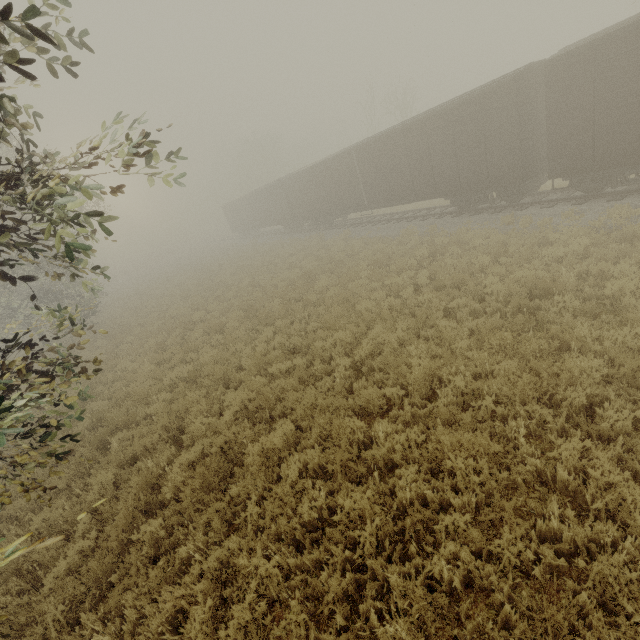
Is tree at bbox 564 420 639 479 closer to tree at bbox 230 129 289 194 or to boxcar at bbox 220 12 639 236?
boxcar at bbox 220 12 639 236

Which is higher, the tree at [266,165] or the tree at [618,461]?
the tree at [266,165]

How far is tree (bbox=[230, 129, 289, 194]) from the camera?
49.7m

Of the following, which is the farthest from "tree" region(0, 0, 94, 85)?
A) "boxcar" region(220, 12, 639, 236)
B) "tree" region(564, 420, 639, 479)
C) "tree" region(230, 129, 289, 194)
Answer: "tree" region(230, 129, 289, 194)

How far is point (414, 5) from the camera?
21.6 meters

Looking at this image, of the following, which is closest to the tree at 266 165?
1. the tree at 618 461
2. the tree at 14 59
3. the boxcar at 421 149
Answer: the boxcar at 421 149

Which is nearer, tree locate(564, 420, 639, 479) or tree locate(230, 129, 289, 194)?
tree locate(564, 420, 639, 479)

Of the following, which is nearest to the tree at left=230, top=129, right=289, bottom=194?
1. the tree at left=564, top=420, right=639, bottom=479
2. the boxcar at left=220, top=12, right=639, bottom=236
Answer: the boxcar at left=220, top=12, right=639, bottom=236
